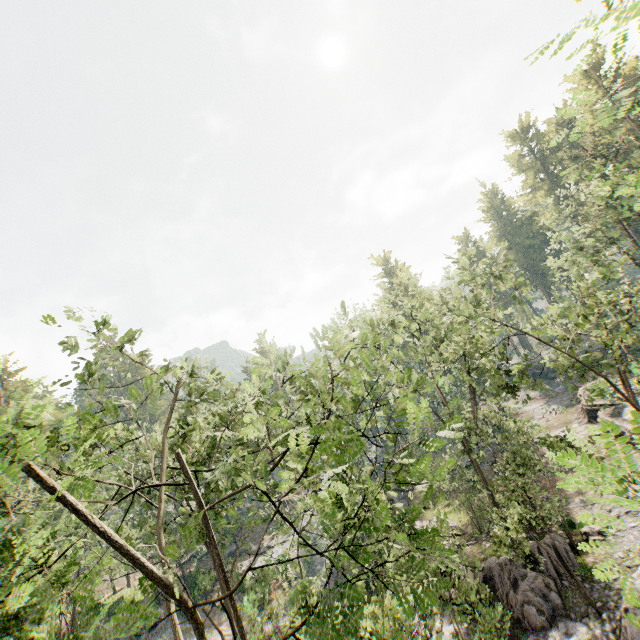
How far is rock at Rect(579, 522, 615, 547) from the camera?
18.9 meters

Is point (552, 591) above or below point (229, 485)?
below

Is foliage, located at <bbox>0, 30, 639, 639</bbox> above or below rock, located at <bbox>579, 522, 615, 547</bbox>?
above

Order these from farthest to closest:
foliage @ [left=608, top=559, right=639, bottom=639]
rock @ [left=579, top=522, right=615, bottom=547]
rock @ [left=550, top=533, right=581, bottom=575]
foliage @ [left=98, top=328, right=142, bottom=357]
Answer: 1. rock @ [left=579, top=522, right=615, bottom=547]
2. rock @ [left=550, top=533, right=581, bottom=575]
3. foliage @ [left=98, top=328, right=142, bottom=357]
4. foliage @ [left=608, top=559, right=639, bottom=639]

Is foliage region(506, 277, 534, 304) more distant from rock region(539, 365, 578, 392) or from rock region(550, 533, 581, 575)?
rock region(539, 365, 578, 392)

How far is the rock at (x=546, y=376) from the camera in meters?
46.3

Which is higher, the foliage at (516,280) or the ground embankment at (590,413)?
the foliage at (516,280)

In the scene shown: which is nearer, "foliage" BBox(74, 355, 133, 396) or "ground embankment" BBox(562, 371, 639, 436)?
"foliage" BBox(74, 355, 133, 396)
